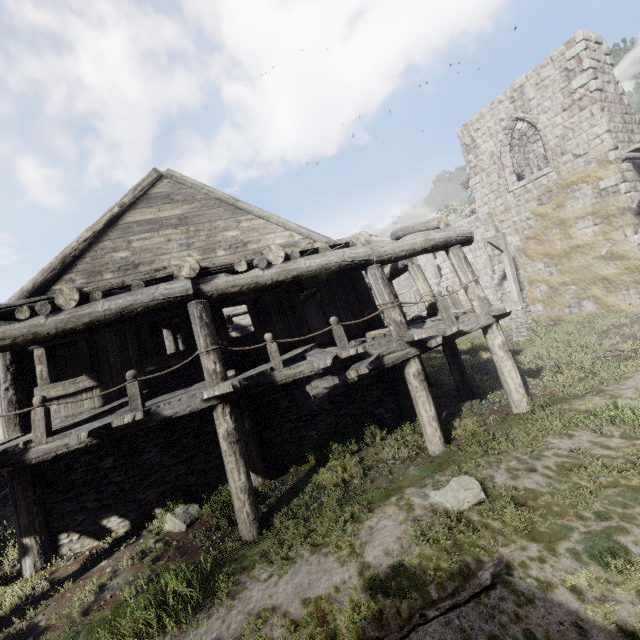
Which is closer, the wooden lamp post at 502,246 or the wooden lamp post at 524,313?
the wooden lamp post at 524,313

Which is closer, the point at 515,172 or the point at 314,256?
the point at 314,256

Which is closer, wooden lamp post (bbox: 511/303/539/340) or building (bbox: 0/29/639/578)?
building (bbox: 0/29/639/578)

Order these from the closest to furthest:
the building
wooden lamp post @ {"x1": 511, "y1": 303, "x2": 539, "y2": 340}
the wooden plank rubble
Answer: the building, the wooden plank rubble, wooden lamp post @ {"x1": 511, "y1": 303, "x2": 539, "y2": 340}

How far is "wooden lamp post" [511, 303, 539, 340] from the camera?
14.46m

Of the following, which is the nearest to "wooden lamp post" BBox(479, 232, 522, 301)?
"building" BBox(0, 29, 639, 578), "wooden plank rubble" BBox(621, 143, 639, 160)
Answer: "building" BBox(0, 29, 639, 578)

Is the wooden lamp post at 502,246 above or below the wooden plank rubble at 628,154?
below
